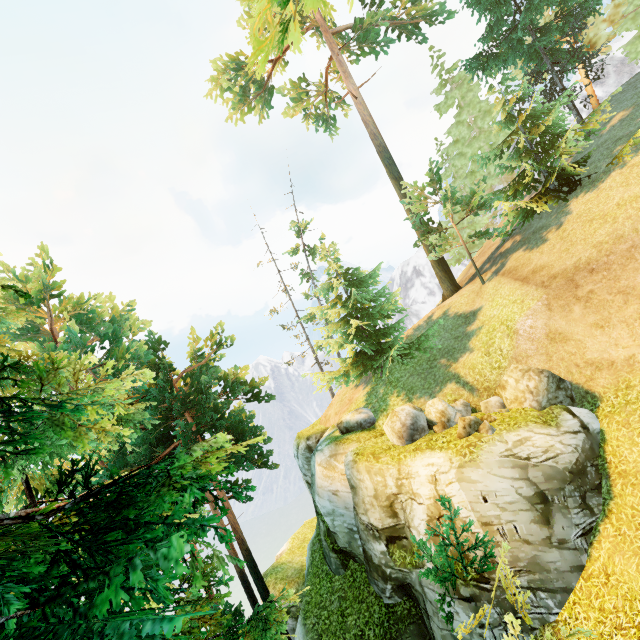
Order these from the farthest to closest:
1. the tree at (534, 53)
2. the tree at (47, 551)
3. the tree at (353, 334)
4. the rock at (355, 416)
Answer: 1. the tree at (353, 334)
2. the rock at (355, 416)
3. the tree at (534, 53)
4. the tree at (47, 551)

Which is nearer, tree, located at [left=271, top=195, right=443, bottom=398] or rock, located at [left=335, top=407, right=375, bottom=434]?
rock, located at [left=335, top=407, right=375, bottom=434]

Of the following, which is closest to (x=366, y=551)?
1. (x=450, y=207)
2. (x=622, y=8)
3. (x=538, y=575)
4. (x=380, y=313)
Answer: (x=538, y=575)

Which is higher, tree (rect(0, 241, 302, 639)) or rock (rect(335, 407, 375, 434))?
tree (rect(0, 241, 302, 639))

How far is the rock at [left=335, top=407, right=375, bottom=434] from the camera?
17.25m

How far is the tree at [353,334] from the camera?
18.1m

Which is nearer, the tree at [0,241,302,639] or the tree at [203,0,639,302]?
the tree at [0,241,302,639]

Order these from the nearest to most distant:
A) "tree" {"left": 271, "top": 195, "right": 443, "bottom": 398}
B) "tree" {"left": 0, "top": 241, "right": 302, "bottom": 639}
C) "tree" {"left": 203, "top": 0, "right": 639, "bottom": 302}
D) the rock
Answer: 1. "tree" {"left": 0, "top": 241, "right": 302, "bottom": 639}
2. "tree" {"left": 203, "top": 0, "right": 639, "bottom": 302}
3. the rock
4. "tree" {"left": 271, "top": 195, "right": 443, "bottom": 398}
